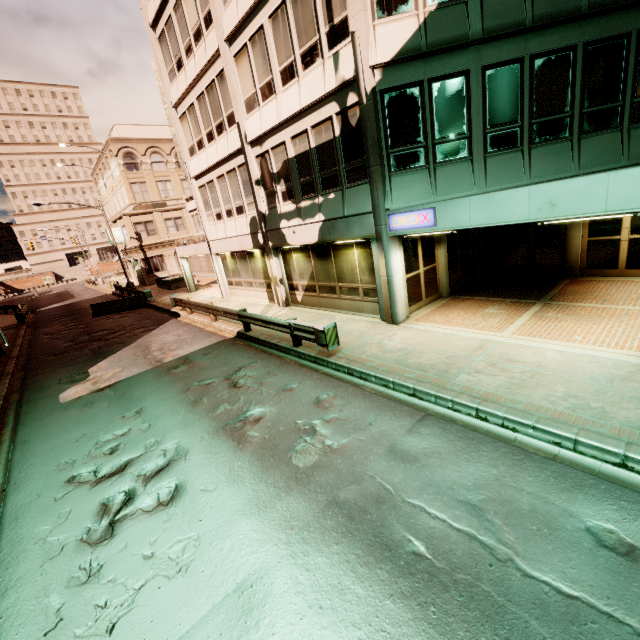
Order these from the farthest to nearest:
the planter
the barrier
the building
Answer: the planter
the barrier
the building

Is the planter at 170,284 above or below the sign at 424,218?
below

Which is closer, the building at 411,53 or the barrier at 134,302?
the building at 411,53

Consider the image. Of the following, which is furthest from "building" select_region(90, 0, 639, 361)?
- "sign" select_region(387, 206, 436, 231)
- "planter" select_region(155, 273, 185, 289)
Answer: "planter" select_region(155, 273, 185, 289)

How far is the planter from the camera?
30.4 meters

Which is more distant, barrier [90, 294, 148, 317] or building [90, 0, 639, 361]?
barrier [90, 294, 148, 317]

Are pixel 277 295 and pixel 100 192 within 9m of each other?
no
